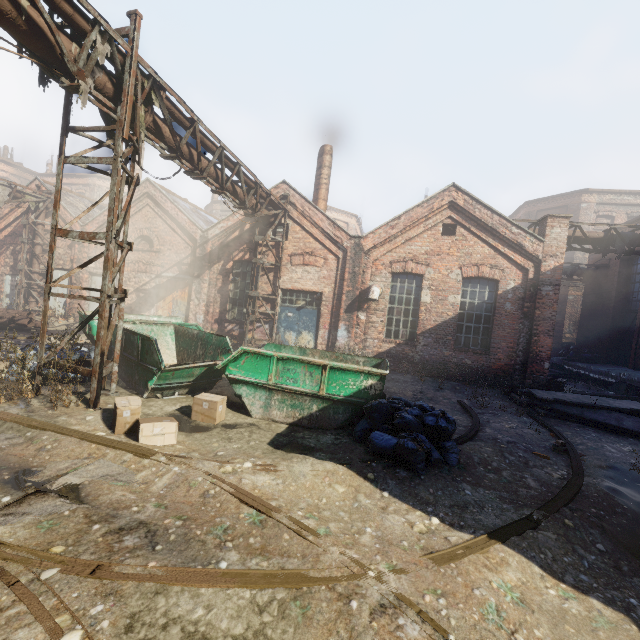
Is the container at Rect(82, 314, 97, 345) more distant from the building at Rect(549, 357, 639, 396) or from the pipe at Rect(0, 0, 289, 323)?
the building at Rect(549, 357, 639, 396)

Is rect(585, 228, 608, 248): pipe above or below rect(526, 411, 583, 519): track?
above

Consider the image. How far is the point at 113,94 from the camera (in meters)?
5.86

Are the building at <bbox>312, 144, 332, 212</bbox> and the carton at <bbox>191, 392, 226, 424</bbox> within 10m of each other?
no

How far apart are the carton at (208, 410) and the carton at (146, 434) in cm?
67

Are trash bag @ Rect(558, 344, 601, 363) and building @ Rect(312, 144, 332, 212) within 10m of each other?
no

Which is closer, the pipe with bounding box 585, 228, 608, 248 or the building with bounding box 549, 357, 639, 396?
the pipe with bounding box 585, 228, 608, 248

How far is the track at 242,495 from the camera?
3.28m
